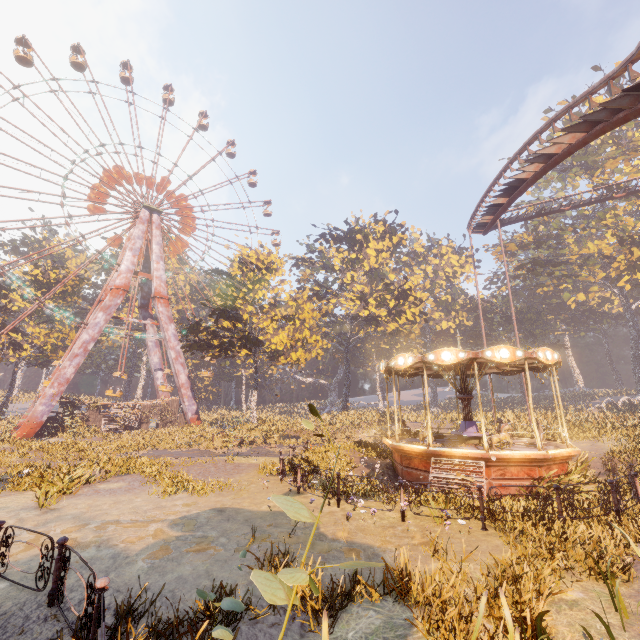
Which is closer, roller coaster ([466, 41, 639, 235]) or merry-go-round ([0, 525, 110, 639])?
merry-go-round ([0, 525, 110, 639])

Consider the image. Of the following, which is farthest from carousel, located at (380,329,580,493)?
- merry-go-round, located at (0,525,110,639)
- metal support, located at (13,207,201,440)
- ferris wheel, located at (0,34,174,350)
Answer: ferris wheel, located at (0,34,174,350)

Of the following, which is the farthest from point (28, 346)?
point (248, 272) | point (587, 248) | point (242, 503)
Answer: point (587, 248)

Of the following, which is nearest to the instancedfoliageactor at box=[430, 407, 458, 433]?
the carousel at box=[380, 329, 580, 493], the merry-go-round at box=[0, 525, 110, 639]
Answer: the carousel at box=[380, 329, 580, 493]

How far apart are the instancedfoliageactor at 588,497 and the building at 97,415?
36.49m

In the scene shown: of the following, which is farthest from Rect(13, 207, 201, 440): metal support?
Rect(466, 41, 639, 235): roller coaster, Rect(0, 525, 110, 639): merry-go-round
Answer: Rect(466, 41, 639, 235): roller coaster

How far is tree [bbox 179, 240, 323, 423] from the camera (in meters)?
29.27

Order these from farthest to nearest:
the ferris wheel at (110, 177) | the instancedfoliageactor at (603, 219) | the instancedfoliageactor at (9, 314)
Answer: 1. the instancedfoliageactor at (9, 314)
2. the ferris wheel at (110, 177)
3. the instancedfoliageactor at (603, 219)
